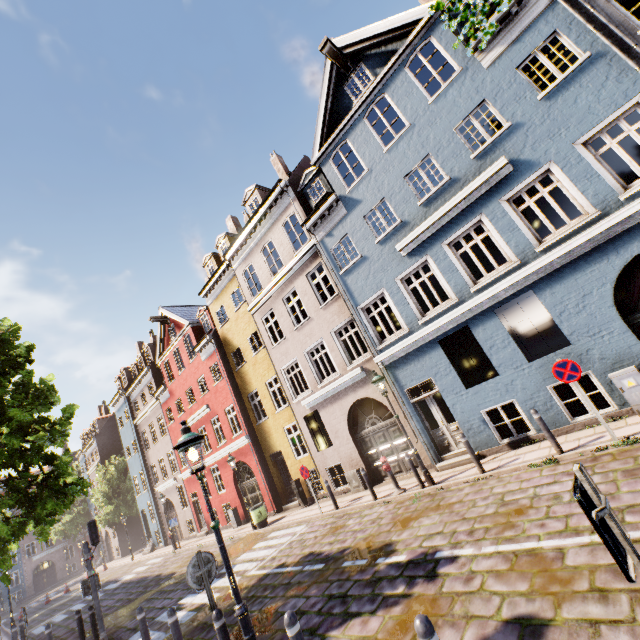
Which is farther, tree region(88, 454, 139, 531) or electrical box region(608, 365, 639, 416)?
tree region(88, 454, 139, 531)

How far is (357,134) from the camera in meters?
12.5

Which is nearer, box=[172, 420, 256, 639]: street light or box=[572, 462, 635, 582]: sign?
box=[572, 462, 635, 582]: sign

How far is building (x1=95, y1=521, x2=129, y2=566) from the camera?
35.0 meters

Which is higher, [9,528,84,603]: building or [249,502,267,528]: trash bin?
[9,528,84,603]: building

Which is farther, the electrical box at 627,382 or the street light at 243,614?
the electrical box at 627,382

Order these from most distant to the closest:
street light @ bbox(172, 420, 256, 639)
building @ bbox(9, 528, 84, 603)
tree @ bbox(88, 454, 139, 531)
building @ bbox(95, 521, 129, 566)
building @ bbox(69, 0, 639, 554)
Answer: building @ bbox(9, 528, 84, 603), building @ bbox(95, 521, 129, 566), tree @ bbox(88, 454, 139, 531), building @ bbox(69, 0, 639, 554), street light @ bbox(172, 420, 256, 639)

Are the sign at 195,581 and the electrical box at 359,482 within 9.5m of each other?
yes
